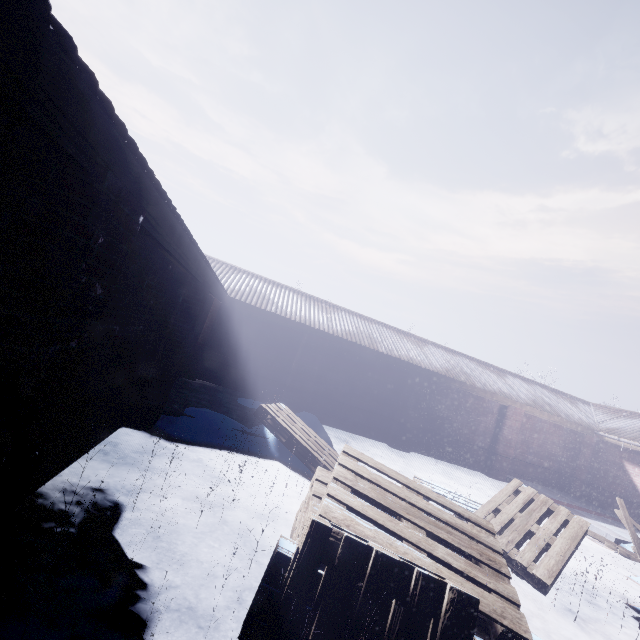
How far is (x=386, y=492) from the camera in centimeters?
302cm
